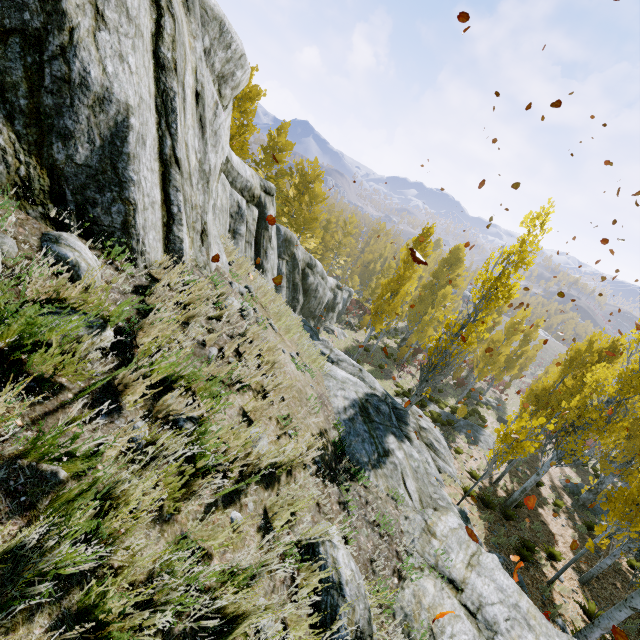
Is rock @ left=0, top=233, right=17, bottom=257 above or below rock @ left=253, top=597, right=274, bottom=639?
above

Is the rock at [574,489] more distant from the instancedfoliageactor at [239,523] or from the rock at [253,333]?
the rock at [253,333]

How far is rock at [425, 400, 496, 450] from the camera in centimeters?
2308cm

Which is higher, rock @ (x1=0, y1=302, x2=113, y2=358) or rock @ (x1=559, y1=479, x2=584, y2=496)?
rock @ (x1=0, y1=302, x2=113, y2=358)

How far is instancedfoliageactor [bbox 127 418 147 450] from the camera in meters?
2.0

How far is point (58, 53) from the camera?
2.5m

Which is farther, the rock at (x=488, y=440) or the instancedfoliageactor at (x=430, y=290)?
the rock at (x=488, y=440)

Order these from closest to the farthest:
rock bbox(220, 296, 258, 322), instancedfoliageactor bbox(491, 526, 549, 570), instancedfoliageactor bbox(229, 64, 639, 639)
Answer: rock bbox(220, 296, 258, 322) < instancedfoliageactor bbox(229, 64, 639, 639) < instancedfoliageactor bbox(491, 526, 549, 570)
